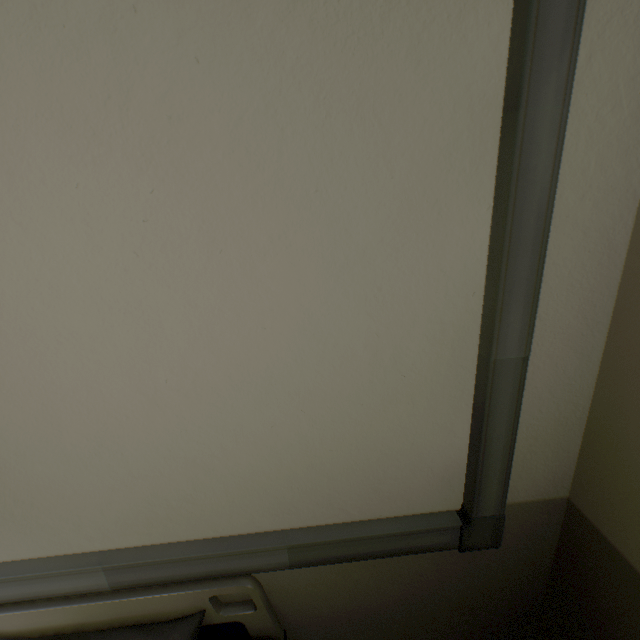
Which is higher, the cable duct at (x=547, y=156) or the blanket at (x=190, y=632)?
the cable duct at (x=547, y=156)

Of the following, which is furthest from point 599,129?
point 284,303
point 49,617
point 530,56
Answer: point 49,617

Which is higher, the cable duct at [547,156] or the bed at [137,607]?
the cable duct at [547,156]

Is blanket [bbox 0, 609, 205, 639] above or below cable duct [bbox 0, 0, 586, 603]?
below

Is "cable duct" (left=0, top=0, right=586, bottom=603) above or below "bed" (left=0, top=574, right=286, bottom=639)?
above
